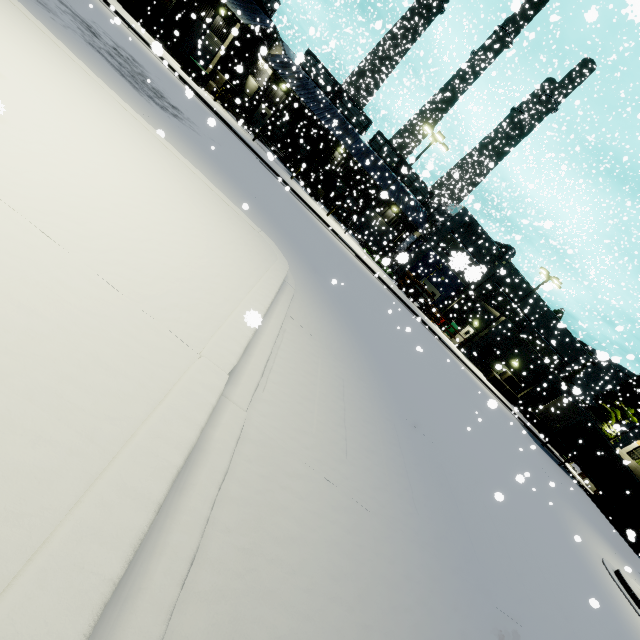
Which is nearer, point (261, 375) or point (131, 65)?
point (261, 375)

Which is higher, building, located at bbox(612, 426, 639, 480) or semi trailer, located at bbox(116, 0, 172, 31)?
building, located at bbox(612, 426, 639, 480)

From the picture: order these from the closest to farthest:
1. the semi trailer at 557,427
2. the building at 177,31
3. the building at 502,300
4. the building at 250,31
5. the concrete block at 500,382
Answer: the semi trailer at 557,427 → the building at 250,31 → the building at 177,31 → the concrete block at 500,382 → the building at 502,300

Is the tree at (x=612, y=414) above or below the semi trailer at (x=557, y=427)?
above

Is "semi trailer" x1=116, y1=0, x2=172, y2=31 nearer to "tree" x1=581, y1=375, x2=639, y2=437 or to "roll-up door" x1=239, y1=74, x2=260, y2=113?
"tree" x1=581, y1=375, x2=639, y2=437

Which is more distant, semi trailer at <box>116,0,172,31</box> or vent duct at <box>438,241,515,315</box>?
vent duct at <box>438,241,515,315</box>

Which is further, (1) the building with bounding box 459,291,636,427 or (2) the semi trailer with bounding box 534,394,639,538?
(1) the building with bounding box 459,291,636,427

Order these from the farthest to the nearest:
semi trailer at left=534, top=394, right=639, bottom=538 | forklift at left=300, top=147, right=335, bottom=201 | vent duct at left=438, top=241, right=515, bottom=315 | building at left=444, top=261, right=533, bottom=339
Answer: vent duct at left=438, top=241, right=515, bottom=315, building at left=444, top=261, right=533, bottom=339, forklift at left=300, top=147, right=335, bottom=201, semi trailer at left=534, top=394, right=639, bottom=538
